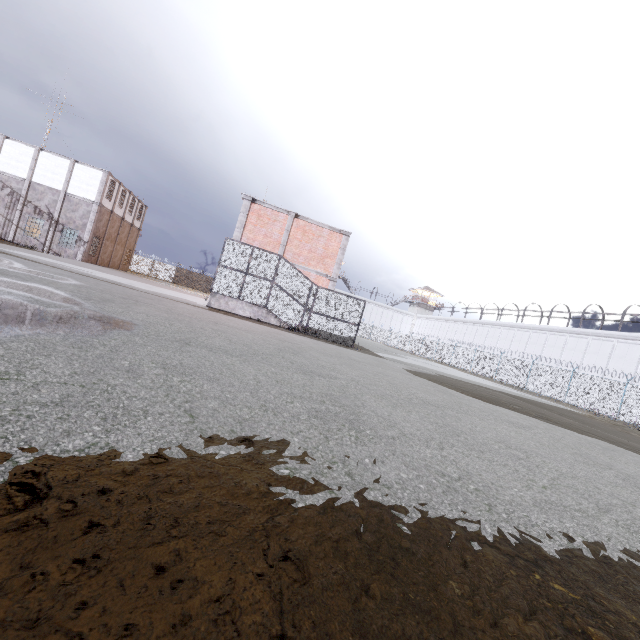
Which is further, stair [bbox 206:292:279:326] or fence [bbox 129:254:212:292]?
fence [bbox 129:254:212:292]

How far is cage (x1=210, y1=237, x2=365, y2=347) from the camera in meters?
17.1

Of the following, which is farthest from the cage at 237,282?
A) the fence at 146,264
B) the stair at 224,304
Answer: the fence at 146,264

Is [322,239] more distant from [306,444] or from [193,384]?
[306,444]

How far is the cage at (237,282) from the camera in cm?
1714

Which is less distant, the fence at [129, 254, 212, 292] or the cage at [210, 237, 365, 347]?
the cage at [210, 237, 365, 347]

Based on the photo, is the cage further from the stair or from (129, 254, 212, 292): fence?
(129, 254, 212, 292): fence
